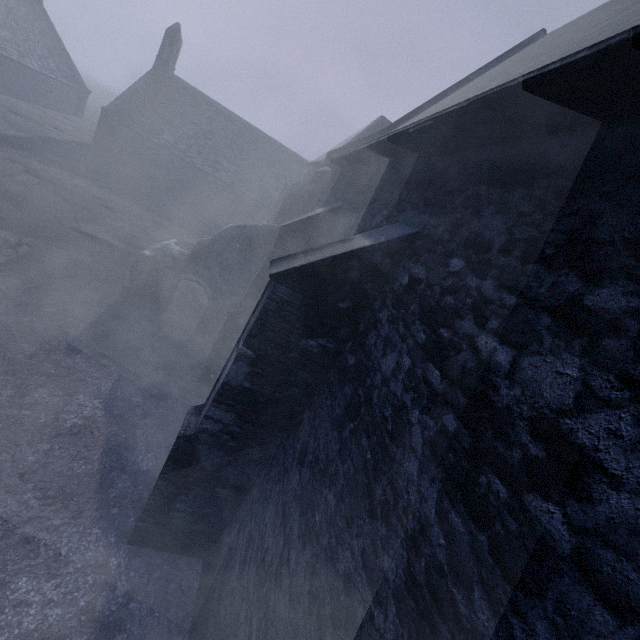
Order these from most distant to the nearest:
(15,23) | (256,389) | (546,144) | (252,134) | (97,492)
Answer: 1. (252,134)
2. (15,23)
3. (97,492)
4. (256,389)
5. (546,144)

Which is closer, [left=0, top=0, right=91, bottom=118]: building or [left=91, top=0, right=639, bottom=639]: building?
[left=91, top=0, right=639, bottom=639]: building

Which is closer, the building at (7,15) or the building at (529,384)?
the building at (529,384)
